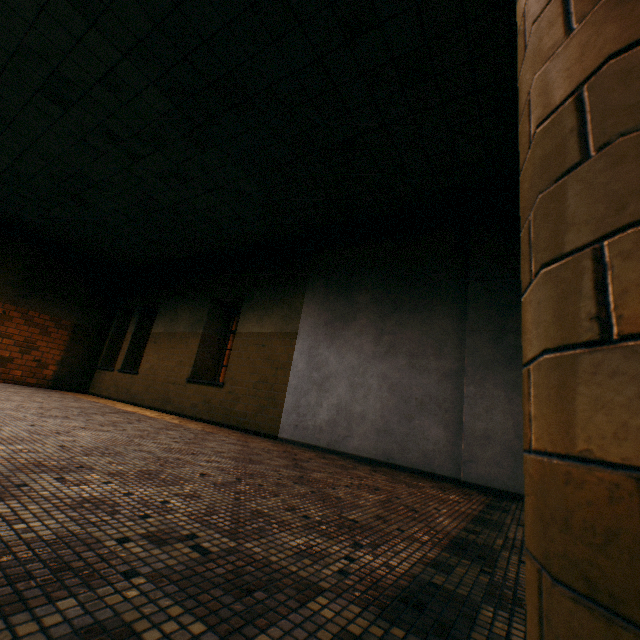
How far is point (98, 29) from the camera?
3.4 meters
